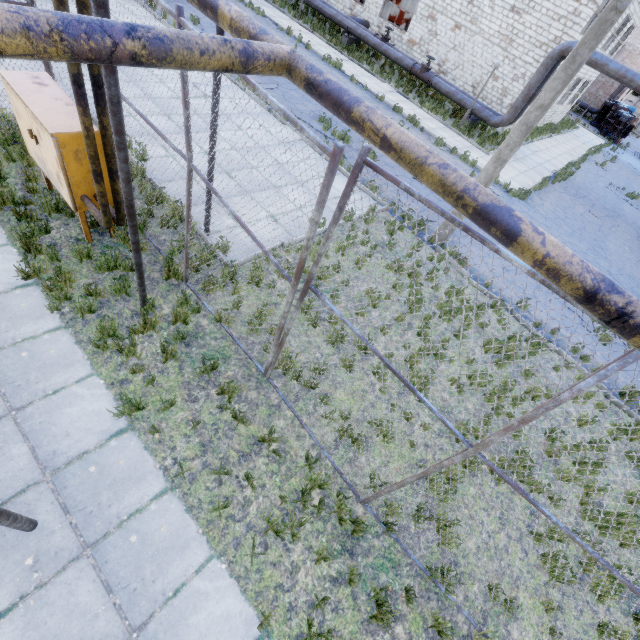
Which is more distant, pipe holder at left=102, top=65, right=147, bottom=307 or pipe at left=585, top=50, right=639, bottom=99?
pipe at left=585, top=50, right=639, bottom=99

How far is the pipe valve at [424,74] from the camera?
20.2 meters

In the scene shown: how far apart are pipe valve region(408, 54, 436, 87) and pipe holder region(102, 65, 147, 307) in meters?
23.2 m

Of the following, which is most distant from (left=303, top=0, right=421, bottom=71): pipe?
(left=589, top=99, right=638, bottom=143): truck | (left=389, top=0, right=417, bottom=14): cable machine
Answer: (left=589, top=99, right=638, bottom=143): truck

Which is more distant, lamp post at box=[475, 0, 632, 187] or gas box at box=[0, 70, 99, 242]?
lamp post at box=[475, 0, 632, 187]

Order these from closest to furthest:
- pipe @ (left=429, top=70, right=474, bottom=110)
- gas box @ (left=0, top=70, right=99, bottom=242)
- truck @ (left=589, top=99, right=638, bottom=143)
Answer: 1. gas box @ (left=0, top=70, right=99, bottom=242)
2. pipe @ (left=429, top=70, right=474, bottom=110)
3. truck @ (left=589, top=99, right=638, bottom=143)

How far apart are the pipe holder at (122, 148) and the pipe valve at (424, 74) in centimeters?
2317cm

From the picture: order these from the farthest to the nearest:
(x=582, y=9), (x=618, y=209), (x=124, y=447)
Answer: (x=618, y=209) → (x=582, y=9) → (x=124, y=447)
